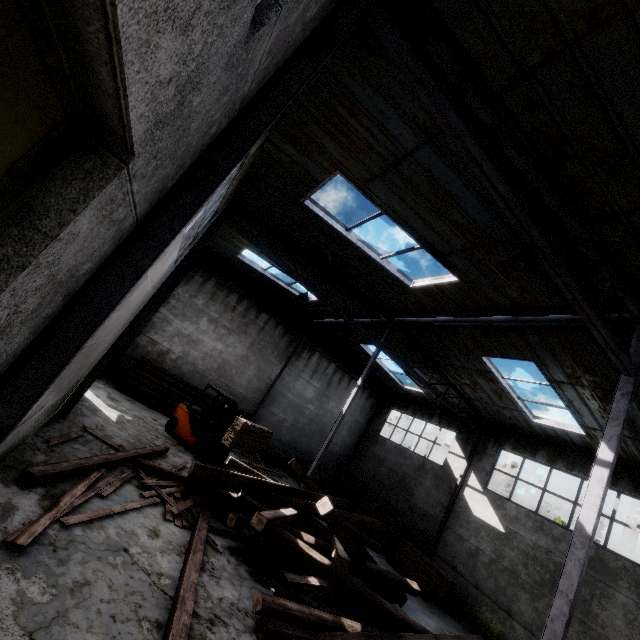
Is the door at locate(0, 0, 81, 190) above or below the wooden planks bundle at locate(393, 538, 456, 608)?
above

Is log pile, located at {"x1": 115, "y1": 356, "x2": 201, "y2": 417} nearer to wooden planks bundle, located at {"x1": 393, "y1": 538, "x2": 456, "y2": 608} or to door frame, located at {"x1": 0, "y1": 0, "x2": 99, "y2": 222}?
wooden planks bundle, located at {"x1": 393, "y1": 538, "x2": 456, "y2": 608}

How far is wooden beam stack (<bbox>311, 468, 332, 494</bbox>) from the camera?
17.4 meters

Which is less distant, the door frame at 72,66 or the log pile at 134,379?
the door frame at 72,66

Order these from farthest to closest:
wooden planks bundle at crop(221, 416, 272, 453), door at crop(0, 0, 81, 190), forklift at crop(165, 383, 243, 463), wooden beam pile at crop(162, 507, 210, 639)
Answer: forklift at crop(165, 383, 243, 463) → wooden planks bundle at crop(221, 416, 272, 453) → wooden beam pile at crop(162, 507, 210, 639) → door at crop(0, 0, 81, 190)

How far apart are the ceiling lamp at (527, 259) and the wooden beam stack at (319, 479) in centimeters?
1583cm

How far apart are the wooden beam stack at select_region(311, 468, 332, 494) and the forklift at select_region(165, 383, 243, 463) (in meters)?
6.41

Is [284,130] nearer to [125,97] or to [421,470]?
[125,97]
